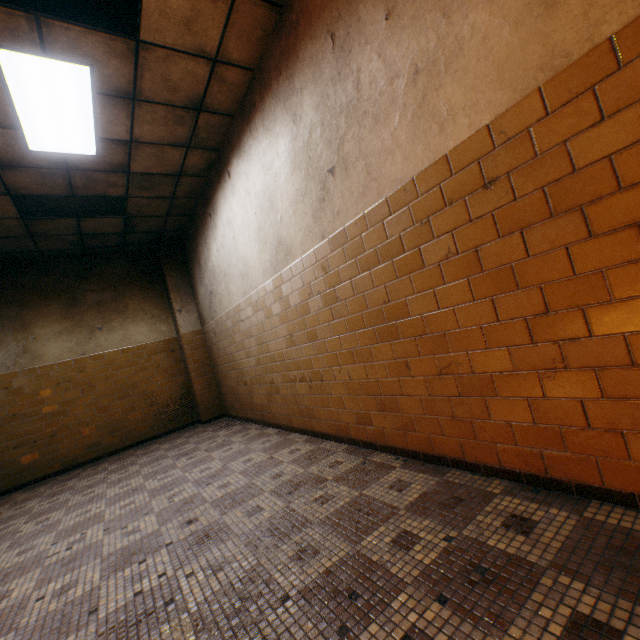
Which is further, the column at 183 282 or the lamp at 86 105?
the column at 183 282

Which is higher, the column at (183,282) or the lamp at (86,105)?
the lamp at (86,105)

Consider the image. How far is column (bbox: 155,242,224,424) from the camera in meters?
6.8

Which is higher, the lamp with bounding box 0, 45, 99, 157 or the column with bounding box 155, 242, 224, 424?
the lamp with bounding box 0, 45, 99, 157

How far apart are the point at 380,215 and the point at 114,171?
3.92m

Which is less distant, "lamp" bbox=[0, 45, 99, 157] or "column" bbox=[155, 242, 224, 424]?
"lamp" bbox=[0, 45, 99, 157]
